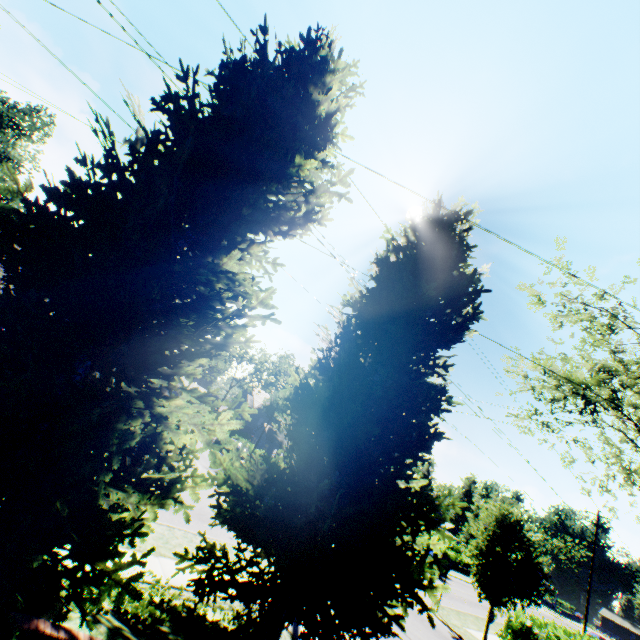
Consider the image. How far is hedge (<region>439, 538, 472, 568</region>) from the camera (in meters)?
42.16

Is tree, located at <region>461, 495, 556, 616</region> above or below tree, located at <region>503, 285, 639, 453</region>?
below

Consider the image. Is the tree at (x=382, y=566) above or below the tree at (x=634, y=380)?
below

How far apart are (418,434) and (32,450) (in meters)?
6.15

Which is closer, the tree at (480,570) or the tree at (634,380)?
the tree at (480,570)

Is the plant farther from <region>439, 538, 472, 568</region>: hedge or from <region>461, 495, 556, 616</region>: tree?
<region>439, 538, 472, 568</region>: hedge
